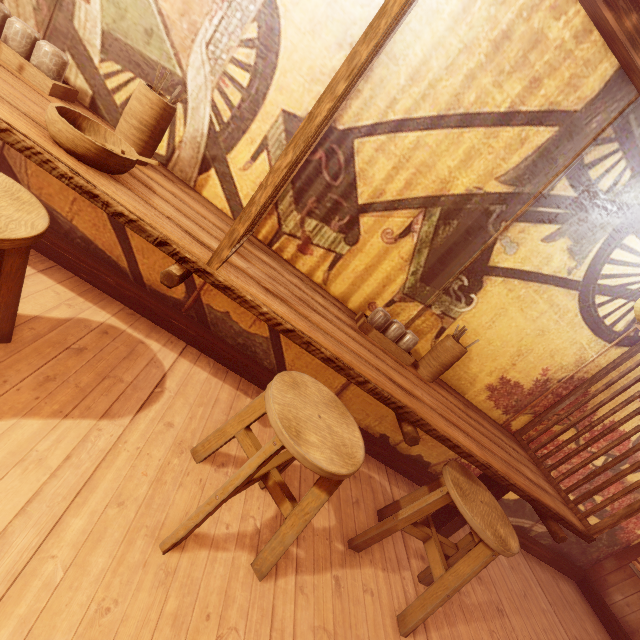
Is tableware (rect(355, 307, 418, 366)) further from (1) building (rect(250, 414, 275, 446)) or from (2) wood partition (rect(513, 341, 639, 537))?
(2) wood partition (rect(513, 341, 639, 537))

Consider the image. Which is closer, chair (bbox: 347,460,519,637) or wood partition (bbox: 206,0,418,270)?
wood partition (bbox: 206,0,418,270)

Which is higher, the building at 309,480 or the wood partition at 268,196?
the wood partition at 268,196

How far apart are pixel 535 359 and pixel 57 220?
6.2m

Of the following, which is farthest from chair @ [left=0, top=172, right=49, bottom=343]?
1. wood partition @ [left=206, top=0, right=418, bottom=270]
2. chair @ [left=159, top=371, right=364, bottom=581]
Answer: chair @ [left=159, top=371, right=364, bottom=581]

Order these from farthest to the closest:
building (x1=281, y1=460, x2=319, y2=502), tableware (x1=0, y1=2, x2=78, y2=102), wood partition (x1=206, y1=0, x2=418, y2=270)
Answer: building (x1=281, y1=460, x2=319, y2=502) → tableware (x1=0, y1=2, x2=78, y2=102) → wood partition (x1=206, y1=0, x2=418, y2=270)

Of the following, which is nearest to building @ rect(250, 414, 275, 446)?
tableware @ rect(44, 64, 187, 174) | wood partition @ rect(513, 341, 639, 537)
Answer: wood partition @ rect(513, 341, 639, 537)

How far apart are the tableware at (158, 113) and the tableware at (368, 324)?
2.4m
